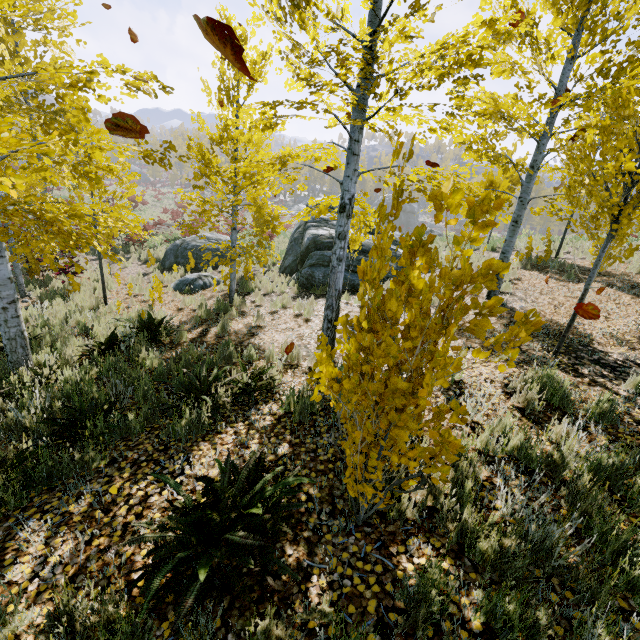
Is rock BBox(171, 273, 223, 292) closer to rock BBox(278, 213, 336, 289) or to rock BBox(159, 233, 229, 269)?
rock BBox(159, 233, 229, 269)

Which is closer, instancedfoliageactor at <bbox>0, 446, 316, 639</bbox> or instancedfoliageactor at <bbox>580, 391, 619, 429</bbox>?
instancedfoliageactor at <bbox>0, 446, 316, 639</bbox>

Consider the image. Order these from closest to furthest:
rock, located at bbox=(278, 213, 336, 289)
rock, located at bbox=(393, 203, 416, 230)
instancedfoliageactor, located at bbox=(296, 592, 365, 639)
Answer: instancedfoliageactor, located at bbox=(296, 592, 365, 639) < rock, located at bbox=(278, 213, 336, 289) < rock, located at bbox=(393, 203, 416, 230)

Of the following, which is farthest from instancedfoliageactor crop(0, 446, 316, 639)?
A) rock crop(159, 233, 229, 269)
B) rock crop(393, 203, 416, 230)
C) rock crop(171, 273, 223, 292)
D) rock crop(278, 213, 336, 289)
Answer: rock crop(159, 233, 229, 269)

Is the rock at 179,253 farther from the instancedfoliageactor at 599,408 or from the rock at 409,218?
the rock at 409,218

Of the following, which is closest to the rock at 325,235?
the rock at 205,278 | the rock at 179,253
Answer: the rock at 179,253

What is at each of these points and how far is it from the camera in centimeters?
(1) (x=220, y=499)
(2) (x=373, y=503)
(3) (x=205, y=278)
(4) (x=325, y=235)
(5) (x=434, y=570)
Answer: (1) instancedfoliageactor, 258cm
(2) instancedfoliageactor, 287cm
(3) rock, 1158cm
(4) rock, 1191cm
(5) instancedfoliageactor, 213cm
